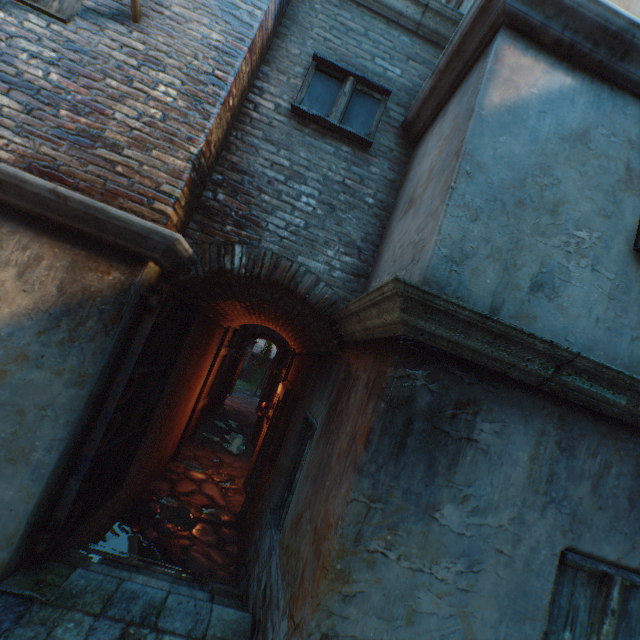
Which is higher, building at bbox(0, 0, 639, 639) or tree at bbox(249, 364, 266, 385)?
building at bbox(0, 0, 639, 639)

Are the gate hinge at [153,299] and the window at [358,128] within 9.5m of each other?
yes

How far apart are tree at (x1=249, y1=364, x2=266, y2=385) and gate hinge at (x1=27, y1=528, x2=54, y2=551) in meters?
25.2

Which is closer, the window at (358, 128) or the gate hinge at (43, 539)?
the gate hinge at (43, 539)

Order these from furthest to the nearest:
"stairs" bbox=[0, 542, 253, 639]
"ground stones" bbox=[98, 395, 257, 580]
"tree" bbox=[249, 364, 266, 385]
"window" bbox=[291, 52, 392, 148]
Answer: "tree" bbox=[249, 364, 266, 385]
"ground stones" bbox=[98, 395, 257, 580]
"window" bbox=[291, 52, 392, 148]
"stairs" bbox=[0, 542, 253, 639]

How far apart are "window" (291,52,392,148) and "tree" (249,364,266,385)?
25.1 meters

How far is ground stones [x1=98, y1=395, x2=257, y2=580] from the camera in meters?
4.9

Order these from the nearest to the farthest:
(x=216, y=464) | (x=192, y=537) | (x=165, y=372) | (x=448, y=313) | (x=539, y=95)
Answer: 1. (x=448, y=313)
2. (x=539, y=95)
3. (x=165, y=372)
4. (x=192, y=537)
5. (x=216, y=464)
